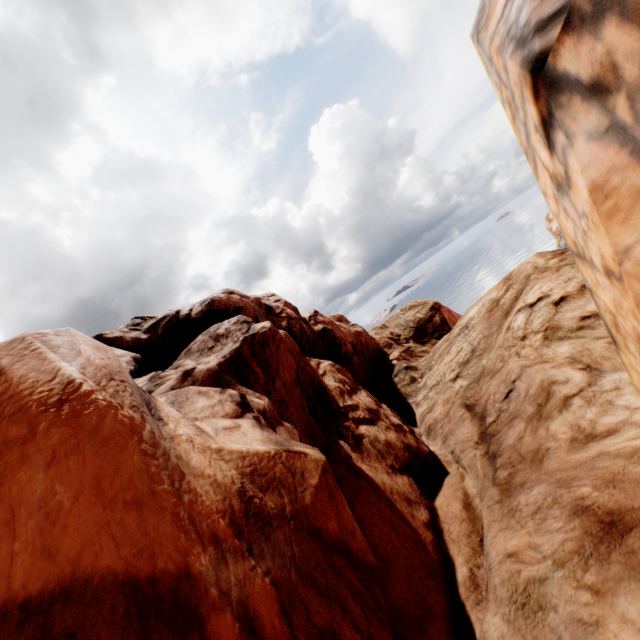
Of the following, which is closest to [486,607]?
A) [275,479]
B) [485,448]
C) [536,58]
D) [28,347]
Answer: [485,448]
